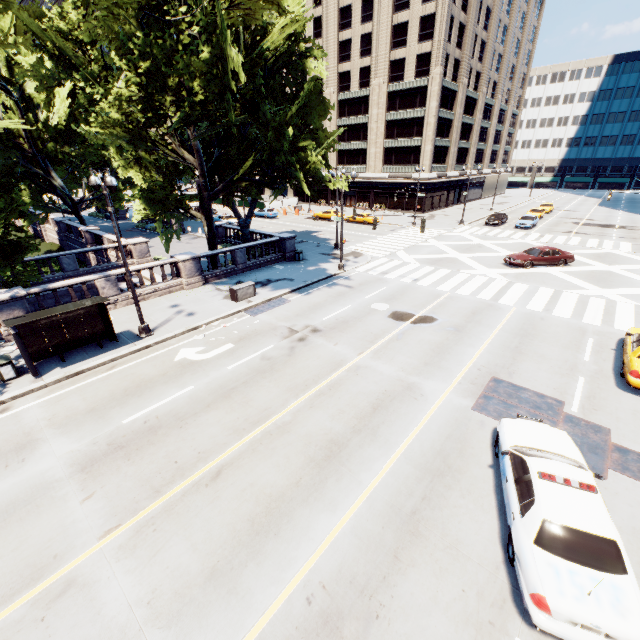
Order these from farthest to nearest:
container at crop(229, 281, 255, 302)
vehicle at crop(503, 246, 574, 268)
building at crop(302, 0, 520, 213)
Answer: building at crop(302, 0, 520, 213)
vehicle at crop(503, 246, 574, 268)
container at crop(229, 281, 255, 302)

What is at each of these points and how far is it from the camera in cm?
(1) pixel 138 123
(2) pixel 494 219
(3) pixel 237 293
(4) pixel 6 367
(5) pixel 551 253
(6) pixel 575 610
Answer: (1) tree, 1681
(2) vehicle, 4266
(3) container, 1956
(4) garbage can, 1249
(5) vehicle, 2538
(6) vehicle, 532

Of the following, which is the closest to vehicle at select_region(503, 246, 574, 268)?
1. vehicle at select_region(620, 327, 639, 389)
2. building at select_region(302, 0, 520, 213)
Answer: vehicle at select_region(620, 327, 639, 389)

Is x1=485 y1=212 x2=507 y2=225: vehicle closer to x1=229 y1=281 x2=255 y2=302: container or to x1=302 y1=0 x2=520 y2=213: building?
x1=302 y1=0 x2=520 y2=213: building

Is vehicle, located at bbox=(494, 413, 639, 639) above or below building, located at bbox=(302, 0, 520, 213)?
below

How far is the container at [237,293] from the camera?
19.5 meters

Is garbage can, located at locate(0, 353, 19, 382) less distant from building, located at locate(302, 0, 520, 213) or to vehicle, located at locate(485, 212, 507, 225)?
vehicle, located at locate(485, 212, 507, 225)

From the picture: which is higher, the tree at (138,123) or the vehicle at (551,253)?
the tree at (138,123)
